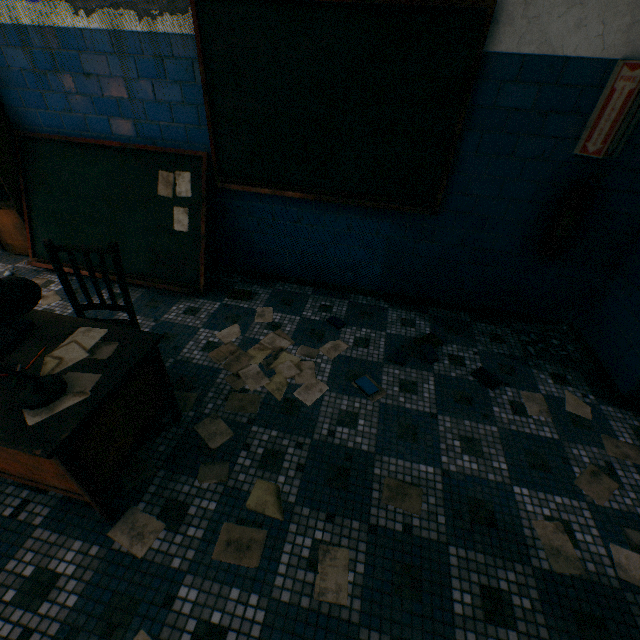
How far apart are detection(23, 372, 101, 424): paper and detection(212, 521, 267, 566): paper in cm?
91

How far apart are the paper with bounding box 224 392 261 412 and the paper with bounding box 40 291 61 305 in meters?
1.7 m

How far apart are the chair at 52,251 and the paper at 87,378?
0.3m

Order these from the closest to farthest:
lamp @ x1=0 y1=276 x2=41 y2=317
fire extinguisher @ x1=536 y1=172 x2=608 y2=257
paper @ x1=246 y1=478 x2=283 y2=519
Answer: lamp @ x1=0 y1=276 x2=41 y2=317, paper @ x1=246 y1=478 x2=283 y2=519, fire extinguisher @ x1=536 y1=172 x2=608 y2=257

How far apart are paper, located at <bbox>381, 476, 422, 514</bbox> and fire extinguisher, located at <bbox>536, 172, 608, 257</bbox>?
2.12m

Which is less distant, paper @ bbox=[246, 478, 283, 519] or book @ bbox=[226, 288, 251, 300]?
paper @ bbox=[246, 478, 283, 519]

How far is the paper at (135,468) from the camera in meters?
1.8 m

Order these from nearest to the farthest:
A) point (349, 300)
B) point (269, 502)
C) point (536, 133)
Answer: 1. point (269, 502)
2. point (536, 133)
3. point (349, 300)
